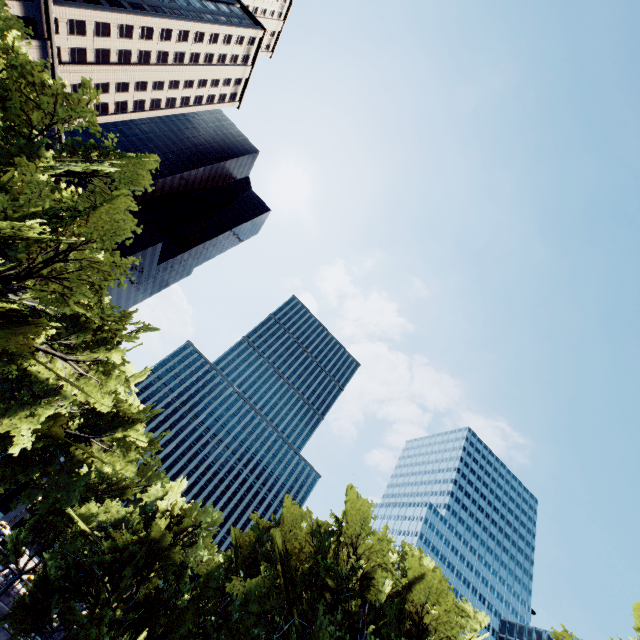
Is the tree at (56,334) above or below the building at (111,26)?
below

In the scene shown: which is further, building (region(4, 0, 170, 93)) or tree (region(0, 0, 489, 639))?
building (region(4, 0, 170, 93))

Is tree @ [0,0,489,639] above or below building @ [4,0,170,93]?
below

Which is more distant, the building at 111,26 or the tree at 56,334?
the building at 111,26

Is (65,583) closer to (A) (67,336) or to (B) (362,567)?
(A) (67,336)
